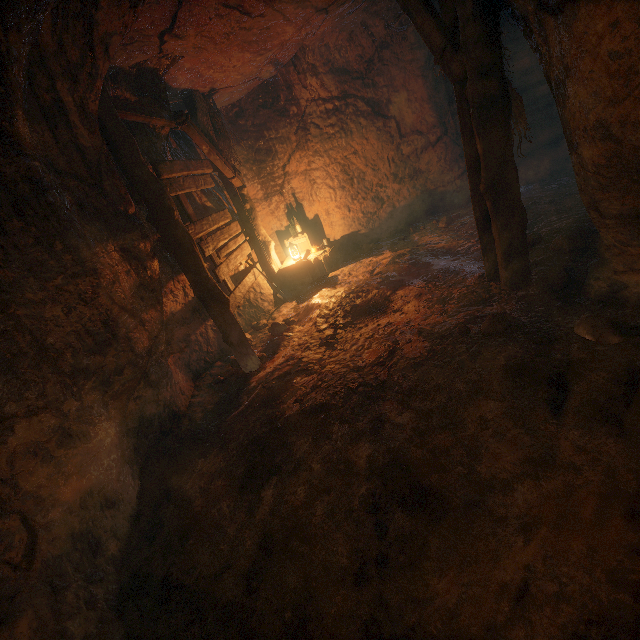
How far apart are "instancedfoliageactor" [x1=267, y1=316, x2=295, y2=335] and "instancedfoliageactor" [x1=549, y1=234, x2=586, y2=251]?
4.4 meters

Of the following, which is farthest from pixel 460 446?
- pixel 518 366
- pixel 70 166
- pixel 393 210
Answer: pixel 393 210

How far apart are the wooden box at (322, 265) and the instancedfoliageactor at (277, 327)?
1.7 meters

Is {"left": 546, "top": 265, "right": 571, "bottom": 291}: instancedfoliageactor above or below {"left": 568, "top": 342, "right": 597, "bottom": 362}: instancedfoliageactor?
below

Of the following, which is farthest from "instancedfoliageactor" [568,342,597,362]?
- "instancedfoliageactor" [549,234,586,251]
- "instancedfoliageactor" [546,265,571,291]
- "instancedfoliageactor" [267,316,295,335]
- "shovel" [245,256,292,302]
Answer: "shovel" [245,256,292,302]

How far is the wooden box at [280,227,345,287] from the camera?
7.8 meters

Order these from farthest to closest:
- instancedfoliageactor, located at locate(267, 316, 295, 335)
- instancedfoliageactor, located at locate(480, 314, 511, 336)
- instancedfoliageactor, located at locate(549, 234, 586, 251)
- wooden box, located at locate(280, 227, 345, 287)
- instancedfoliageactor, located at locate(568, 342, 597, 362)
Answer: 1. wooden box, located at locate(280, 227, 345, 287)
2. instancedfoliageactor, located at locate(267, 316, 295, 335)
3. instancedfoliageactor, located at locate(549, 234, 586, 251)
4. instancedfoliageactor, located at locate(480, 314, 511, 336)
5. instancedfoliageactor, located at locate(568, 342, 597, 362)

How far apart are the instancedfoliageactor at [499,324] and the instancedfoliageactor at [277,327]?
3.47m
